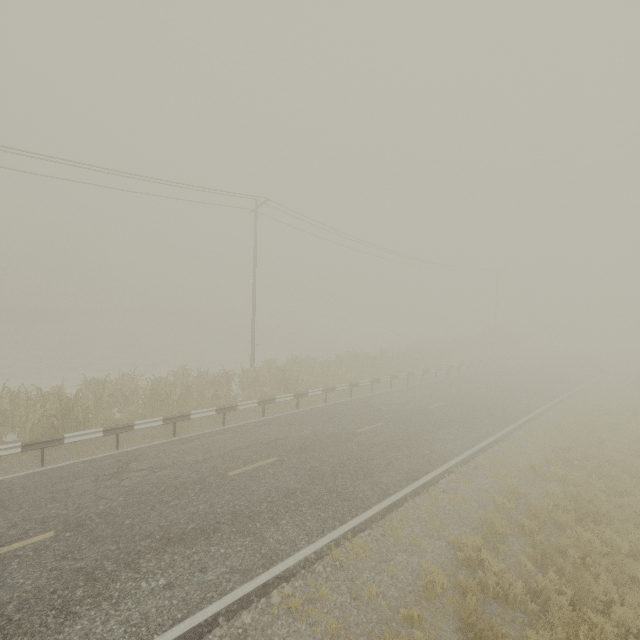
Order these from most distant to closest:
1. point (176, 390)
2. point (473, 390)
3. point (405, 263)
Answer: point (405, 263) < point (473, 390) < point (176, 390)
